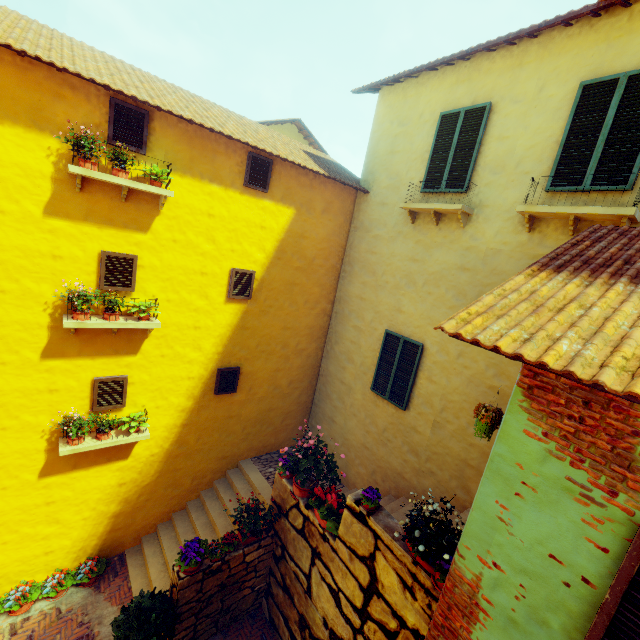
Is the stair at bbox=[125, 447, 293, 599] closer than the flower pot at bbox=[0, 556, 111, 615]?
No

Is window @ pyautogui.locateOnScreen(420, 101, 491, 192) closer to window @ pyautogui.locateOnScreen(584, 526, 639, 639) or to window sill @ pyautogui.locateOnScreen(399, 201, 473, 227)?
window sill @ pyautogui.locateOnScreen(399, 201, 473, 227)

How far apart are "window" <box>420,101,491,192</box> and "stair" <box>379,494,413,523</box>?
6.22m

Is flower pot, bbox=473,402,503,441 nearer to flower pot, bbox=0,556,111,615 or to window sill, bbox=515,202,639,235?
window sill, bbox=515,202,639,235

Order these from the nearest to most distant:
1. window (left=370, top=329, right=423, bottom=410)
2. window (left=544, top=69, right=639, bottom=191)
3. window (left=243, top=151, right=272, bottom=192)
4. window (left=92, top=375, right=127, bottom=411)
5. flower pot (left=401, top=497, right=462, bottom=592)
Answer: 1. flower pot (left=401, top=497, right=462, bottom=592)
2. window (left=544, top=69, right=639, bottom=191)
3. window (left=92, top=375, right=127, bottom=411)
4. window (left=243, top=151, right=272, bottom=192)
5. window (left=370, top=329, right=423, bottom=410)

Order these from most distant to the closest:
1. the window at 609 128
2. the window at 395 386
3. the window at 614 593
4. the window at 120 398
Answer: the window at 395 386 → the window at 120 398 → the window at 609 128 → the window at 614 593

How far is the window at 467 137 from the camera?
→ 6.37m

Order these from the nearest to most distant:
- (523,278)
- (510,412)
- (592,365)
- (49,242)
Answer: (592,365) < (510,412) < (523,278) < (49,242)
